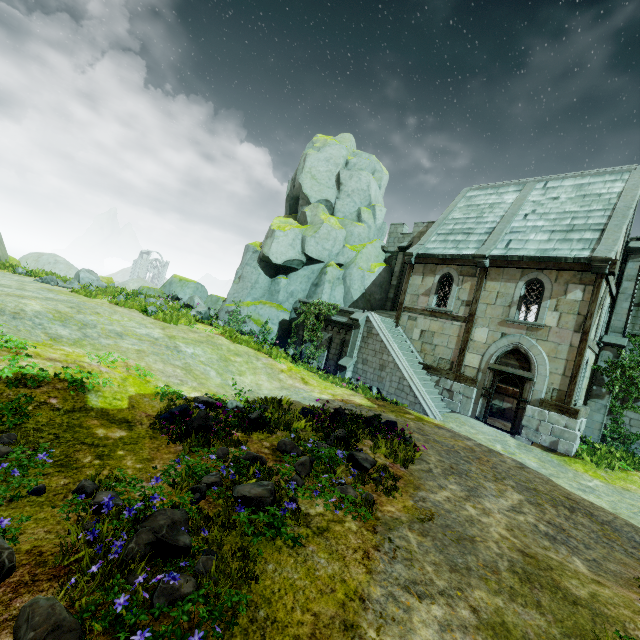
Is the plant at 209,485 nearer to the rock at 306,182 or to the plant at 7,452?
the plant at 7,452

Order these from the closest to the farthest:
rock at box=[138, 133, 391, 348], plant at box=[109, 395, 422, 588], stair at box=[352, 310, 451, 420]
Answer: plant at box=[109, 395, 422, 588]
stair at box=[352, 310, 451, 420]
rock at box=[138, 133, 391, 348]

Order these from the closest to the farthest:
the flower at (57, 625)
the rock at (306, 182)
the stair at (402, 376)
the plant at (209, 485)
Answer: the flower at (57, 625)
the plant at (209, 485)
the stair at (402, 376)
the rock at (306, 182)

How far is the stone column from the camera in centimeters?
1616cm

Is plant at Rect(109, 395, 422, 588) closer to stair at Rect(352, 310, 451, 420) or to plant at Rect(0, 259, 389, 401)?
stair at Rect(352, 310, 451, 420)

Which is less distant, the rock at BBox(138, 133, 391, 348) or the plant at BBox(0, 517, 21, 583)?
the plant at BBox(0, 517, 21, 583)

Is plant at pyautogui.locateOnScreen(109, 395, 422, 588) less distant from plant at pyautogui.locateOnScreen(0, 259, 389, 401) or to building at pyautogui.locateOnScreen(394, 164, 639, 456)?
building at pyautogui.locateOnScreen(394, 164, 639, 456)

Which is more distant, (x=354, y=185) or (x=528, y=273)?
(x=354, y=185)
